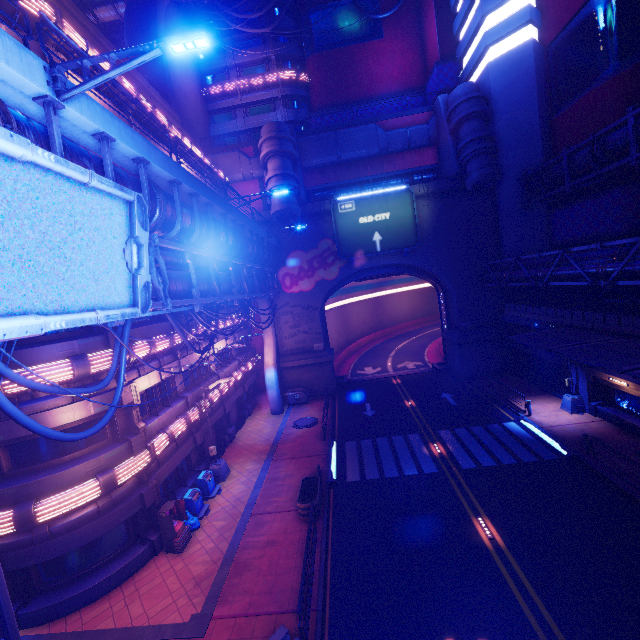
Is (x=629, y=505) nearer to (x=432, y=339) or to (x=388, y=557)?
(x=388, y=557)

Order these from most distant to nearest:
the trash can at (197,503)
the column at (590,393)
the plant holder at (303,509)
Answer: the column at (590,393)
the trash can at (197,503)
the plant holder at (303,509)

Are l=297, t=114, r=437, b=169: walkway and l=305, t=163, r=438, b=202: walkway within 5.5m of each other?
yes

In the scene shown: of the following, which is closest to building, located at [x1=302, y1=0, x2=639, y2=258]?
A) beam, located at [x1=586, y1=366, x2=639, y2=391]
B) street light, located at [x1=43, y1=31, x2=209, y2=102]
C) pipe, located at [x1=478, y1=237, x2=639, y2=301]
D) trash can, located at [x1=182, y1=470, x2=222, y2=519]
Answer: pipe, located at [x1=478, y1=237, x2=639, y2=301]

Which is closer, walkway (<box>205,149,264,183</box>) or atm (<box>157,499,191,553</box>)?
atm (<box>157,499,191,553</box>)

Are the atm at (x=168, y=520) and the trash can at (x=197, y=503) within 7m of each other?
yes

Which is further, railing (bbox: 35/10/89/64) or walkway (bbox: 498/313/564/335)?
walkway (bbox: 498/313/564/335)

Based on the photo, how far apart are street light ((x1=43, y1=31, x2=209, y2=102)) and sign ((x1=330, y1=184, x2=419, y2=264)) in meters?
23.7 m
